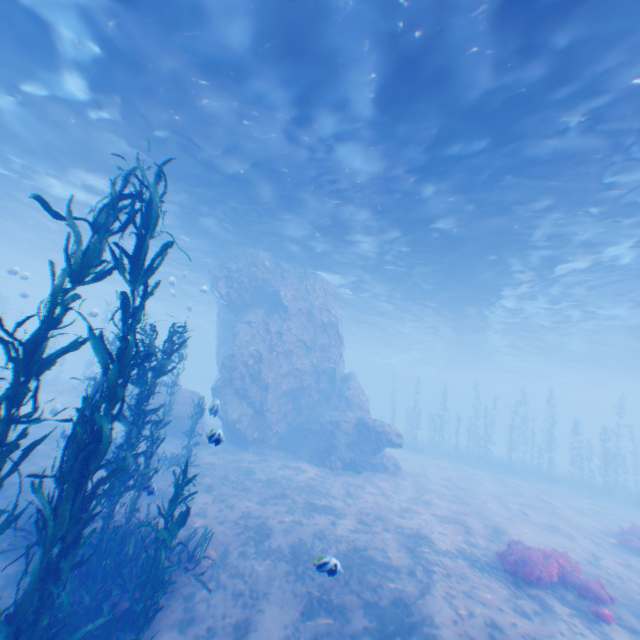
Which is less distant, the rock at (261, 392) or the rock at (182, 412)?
the rock at (182, 412)

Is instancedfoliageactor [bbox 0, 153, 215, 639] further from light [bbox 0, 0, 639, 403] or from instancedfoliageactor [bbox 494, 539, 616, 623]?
instancedfoliageactor [bbox 494, 539, 616, 623]

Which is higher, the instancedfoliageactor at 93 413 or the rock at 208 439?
the rock at 208 439

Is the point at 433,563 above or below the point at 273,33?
below

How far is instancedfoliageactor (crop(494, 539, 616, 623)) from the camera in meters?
8.3 m

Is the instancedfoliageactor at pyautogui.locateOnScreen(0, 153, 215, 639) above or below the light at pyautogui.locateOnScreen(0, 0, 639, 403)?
below

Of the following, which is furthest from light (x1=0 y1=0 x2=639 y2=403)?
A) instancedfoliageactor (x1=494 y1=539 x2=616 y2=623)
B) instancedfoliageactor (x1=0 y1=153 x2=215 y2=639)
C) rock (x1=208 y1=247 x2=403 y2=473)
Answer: instancedfoliageactor (x1=494 y1=539 x2=616 y2=623)

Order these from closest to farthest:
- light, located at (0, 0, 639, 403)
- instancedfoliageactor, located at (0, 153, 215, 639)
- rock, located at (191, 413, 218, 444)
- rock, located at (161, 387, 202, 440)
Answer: instancedfoliageactor, located at (0, 153, 215, 639) < rock, located at (191, 413, 218, 444) < light, located at (0, 0, 639, 403) < rock, located at (161, 387, 202, 440)
